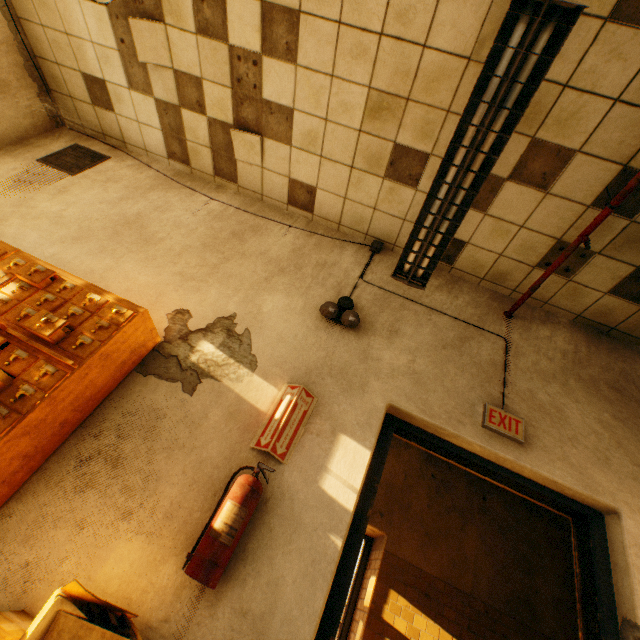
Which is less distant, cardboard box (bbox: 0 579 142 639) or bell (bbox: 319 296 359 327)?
cardboard box (bbox: 0 579 142 639)

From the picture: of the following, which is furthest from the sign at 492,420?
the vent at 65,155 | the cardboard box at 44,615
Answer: the vent at 65,155

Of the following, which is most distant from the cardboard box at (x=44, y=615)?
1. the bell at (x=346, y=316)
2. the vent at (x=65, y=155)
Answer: the vent at (x=65, y=155)

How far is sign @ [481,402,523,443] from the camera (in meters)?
2.41

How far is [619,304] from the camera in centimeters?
304cm

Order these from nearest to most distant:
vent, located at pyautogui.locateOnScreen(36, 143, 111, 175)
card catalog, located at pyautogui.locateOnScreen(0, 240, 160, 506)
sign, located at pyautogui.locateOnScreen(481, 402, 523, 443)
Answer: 1. card catalog, located at pyautogui.locateOnScreen(0, 240, 160, 506)
2. sign, located at pyautogui.locateOnScreen(481, 402, 523, 443)
3. vent, located at pyautogui.locateOnScreen(36, 143, 111, 175)

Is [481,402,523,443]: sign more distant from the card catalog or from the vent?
the vent

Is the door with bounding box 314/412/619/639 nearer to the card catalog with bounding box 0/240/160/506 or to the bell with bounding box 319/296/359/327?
the bell with bounding box 319/296/359/327
